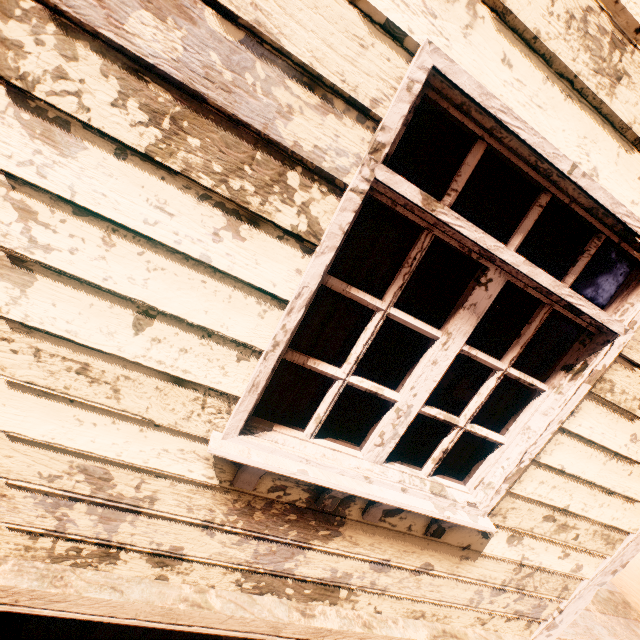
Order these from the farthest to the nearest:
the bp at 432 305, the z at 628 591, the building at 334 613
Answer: the z at 628 591, the bp at 432 305, the building at 334 613

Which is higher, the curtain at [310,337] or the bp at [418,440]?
the curtain at [310,337]

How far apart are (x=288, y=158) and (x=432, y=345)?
0.9m

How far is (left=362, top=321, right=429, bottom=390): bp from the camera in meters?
2.6 m

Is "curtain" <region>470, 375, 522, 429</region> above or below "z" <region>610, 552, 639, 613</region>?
above

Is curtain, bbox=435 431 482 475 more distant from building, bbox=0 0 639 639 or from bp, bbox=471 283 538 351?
bp, bbox=471 283 538 351

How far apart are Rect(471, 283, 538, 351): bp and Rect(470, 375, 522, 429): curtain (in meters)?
0.92

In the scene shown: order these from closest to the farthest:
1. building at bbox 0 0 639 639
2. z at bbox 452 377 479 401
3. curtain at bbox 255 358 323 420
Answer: building at bbox 0 0 639 639, curtain at bbox 255 358 323 420, z at bbox 452 377 479 401
